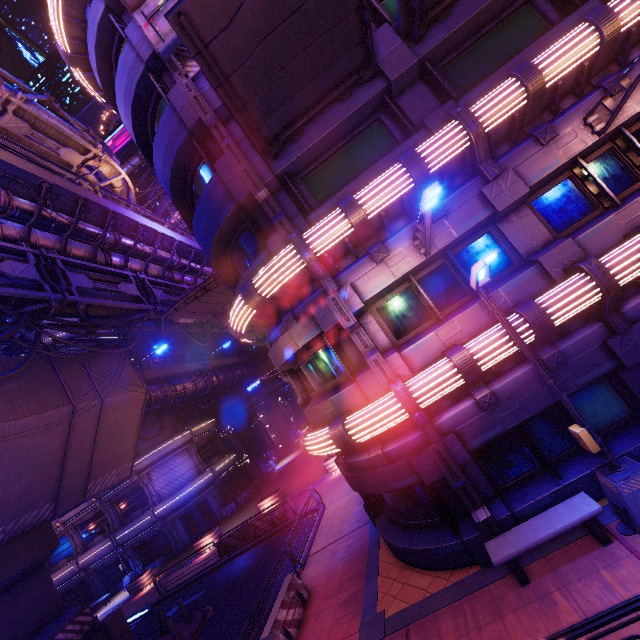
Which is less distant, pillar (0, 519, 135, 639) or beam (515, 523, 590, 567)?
beam (515, 523, 590, 567)

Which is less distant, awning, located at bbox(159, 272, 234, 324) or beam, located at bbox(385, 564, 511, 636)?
beam, located at bbox(385, 564, 511, 636)

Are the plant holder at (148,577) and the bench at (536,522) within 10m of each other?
no

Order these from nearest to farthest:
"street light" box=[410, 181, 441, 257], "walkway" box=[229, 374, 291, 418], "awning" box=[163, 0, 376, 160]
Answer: "street light" box=[410, 181, 441, 257] → "awning" box=[163, 0, 376, 160] → "walkway" box=[229, 374, 291, 418]

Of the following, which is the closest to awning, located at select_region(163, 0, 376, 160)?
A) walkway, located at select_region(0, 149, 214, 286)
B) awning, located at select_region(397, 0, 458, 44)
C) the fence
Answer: awning, located at select_region(397, 0, 458, 44)

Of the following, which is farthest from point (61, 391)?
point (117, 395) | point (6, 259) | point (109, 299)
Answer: point (6, 259)

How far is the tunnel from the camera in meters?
36.6

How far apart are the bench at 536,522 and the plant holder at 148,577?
29.82m
